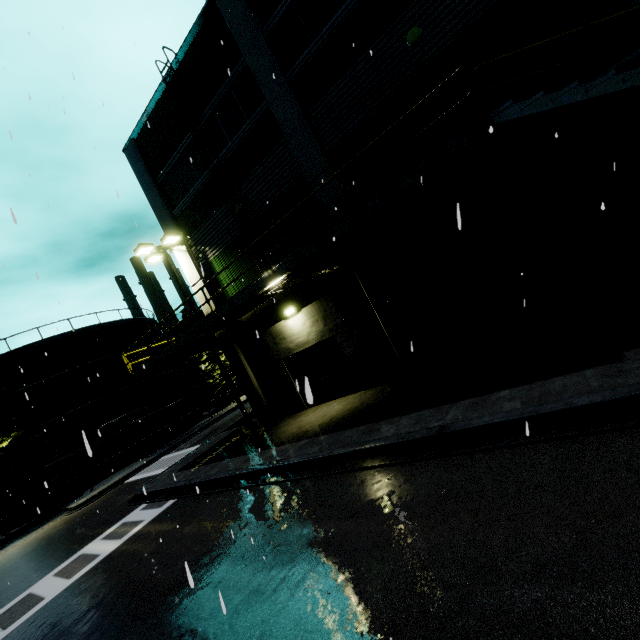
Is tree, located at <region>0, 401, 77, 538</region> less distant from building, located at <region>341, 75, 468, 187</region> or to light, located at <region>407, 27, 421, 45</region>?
building, located at <region>341, 75, 468, 187</region>

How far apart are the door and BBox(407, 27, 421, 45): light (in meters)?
8.97

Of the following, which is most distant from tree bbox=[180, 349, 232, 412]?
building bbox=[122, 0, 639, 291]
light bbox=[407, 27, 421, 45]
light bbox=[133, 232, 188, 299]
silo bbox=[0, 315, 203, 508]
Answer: light bbox=[407, 27, 421, 45]

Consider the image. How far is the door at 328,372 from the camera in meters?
12.4 m

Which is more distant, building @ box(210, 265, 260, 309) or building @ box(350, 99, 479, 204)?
building @ box(210, 265, 260, 309)

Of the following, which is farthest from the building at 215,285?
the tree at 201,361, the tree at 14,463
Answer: the tree at 201,361

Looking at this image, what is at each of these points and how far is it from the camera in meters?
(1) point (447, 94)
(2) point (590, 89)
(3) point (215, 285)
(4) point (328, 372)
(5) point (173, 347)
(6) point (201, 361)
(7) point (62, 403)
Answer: (1) building, 8.5 m
(2) metal stair, 5.3 m
(3) building, 14.9 m
(4) door, 12.9 m
(5) balcony, 12.6 m
(6) tree, 36.2 m
(7) silo, 25.1 m

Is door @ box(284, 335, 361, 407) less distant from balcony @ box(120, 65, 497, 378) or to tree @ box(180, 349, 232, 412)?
balcony @ box(120, 65, 497, 378)
